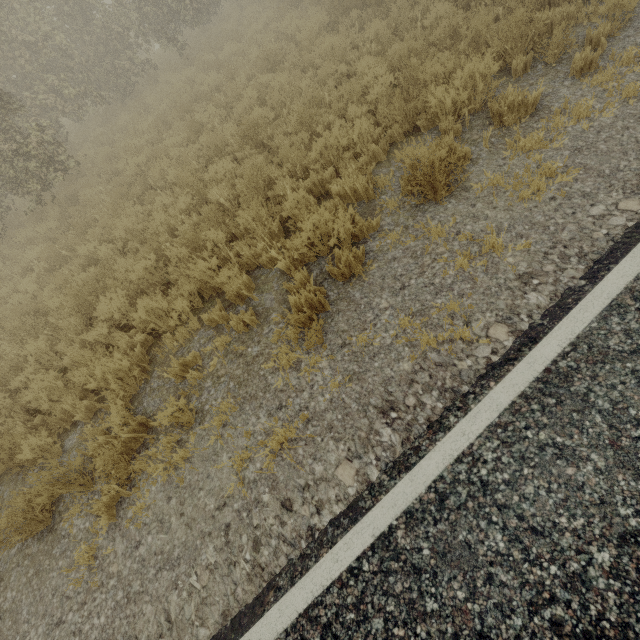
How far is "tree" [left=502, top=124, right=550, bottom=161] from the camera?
4.12m

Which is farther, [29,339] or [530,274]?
[29,339]

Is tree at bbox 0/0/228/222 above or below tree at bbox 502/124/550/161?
above

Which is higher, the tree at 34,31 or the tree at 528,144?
the tree at 34,31

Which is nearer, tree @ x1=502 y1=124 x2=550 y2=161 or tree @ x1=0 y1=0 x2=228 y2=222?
tree @ x1=502 y1=124 x2=550 y2=161

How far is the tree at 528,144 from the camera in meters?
4.1
